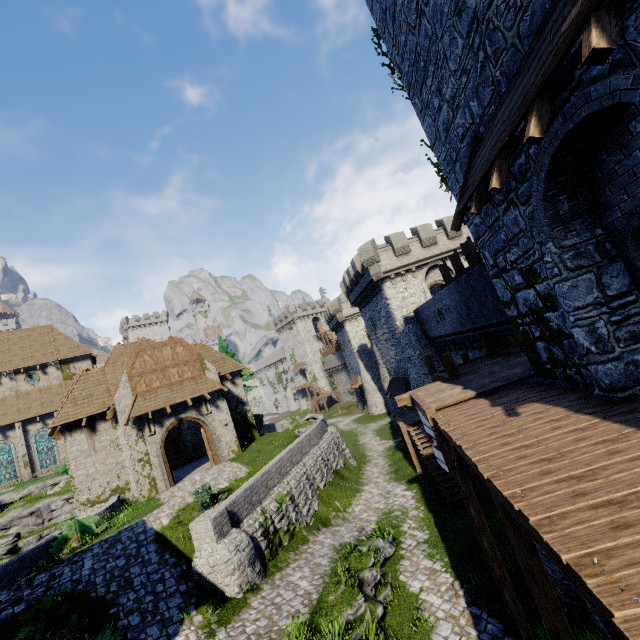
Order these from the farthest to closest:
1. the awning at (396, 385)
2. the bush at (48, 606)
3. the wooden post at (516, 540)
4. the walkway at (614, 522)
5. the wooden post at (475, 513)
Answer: the awning at (396, 385) < the bush at (48, 606) < the wooden post at (475, 513) < the wooden post at (516, 540) < the walkway at (614, 522)

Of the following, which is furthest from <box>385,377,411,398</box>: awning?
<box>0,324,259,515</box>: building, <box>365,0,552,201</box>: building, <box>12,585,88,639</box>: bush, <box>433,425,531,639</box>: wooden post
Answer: <box>12,585,88,639</box>: bush

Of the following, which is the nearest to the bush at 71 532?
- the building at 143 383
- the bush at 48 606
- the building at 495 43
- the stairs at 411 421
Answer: the building at 143 383

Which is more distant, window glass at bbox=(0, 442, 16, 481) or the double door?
window glass at bbox=(0, 442, 16, 481)

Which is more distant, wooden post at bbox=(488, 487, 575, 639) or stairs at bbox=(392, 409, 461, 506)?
stairs at bbox=(392, 409, 461, 506)

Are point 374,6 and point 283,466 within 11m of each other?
no

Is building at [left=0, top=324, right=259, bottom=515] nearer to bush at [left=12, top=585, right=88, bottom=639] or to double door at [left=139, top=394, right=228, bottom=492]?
double door at [left=139, top=394, right=228, bottom=492]

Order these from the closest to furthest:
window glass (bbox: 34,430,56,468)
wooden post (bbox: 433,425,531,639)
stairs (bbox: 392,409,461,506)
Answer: wooden post (bbox: 433,425,531,639), stairs (bbox: 392,409,461,506), window glass (bbox: 34,430,56,468)
